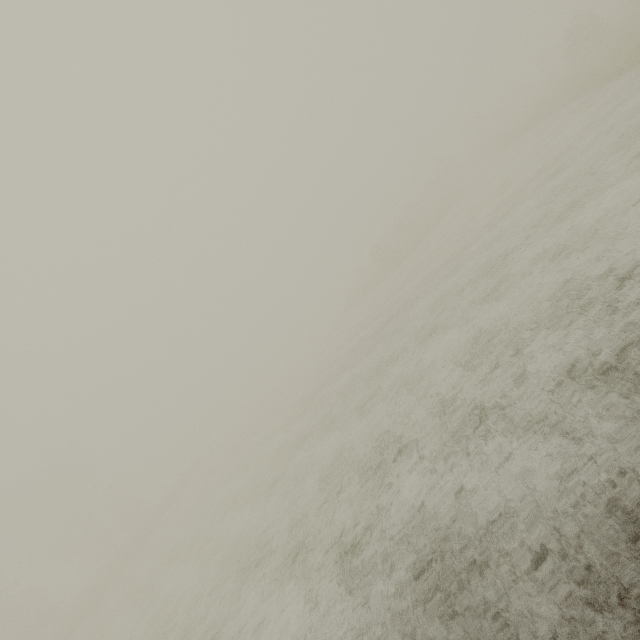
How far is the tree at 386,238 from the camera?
33.4 meters

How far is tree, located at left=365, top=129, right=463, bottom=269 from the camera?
33.4m

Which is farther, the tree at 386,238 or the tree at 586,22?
the tree at 386,238

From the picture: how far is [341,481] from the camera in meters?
8.2

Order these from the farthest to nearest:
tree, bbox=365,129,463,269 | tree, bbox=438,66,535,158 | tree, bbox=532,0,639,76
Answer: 1. tree, bbox=438,66,535,158
2. tree, bbox=365,129,463,269
3. tree, bbox=532,0,639,76

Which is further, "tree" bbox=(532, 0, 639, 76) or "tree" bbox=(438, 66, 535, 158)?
"tree" bbox=(438, 66, 535, 158)
